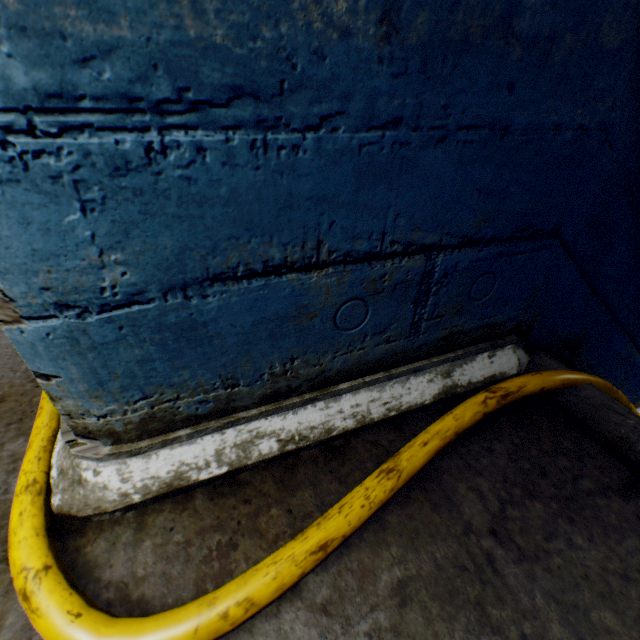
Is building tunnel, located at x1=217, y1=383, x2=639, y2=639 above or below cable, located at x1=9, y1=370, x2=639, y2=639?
below

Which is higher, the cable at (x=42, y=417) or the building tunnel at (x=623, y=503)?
the cable at (x=42, y=417)

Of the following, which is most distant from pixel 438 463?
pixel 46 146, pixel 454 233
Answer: pixel 46 146
